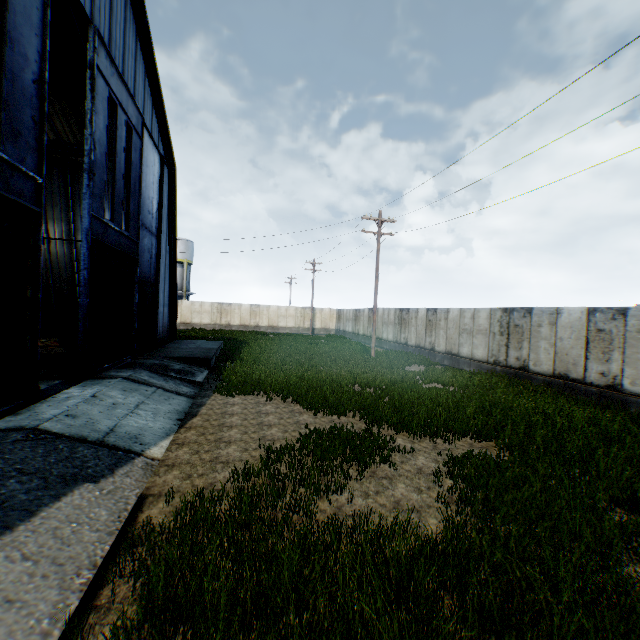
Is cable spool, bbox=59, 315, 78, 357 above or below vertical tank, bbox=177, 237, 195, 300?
below

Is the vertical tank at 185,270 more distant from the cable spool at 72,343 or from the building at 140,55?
the cable spool at 72,343

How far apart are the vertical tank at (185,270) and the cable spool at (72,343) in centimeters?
3274cm

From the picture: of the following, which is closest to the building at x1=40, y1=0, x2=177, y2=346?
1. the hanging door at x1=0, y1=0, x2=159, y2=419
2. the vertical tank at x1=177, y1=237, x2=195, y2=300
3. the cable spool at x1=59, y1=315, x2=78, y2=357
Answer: the hanging door at x1=0, y1=0, x2=159, y2=419

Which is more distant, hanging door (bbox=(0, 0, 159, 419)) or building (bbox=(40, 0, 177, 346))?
building (bbox=(40, 0, 177, 346))

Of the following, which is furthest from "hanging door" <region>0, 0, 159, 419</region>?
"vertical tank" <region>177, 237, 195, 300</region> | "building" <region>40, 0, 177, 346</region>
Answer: "vertical tank" <region>177, 237, 195, 300</region>

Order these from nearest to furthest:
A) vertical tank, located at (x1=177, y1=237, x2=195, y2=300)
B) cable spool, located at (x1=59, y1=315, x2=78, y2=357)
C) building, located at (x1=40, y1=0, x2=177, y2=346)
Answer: building, located at (x1=40, y1=0, x2=177, y2=346) < cable spool, located at (x1=59, y1=315, x2=78, y2=357) < vertical tank, located at (x1=177, y1=237, x2=195, y2=300)

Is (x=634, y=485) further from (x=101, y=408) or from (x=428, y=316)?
(x=428, y=316)
